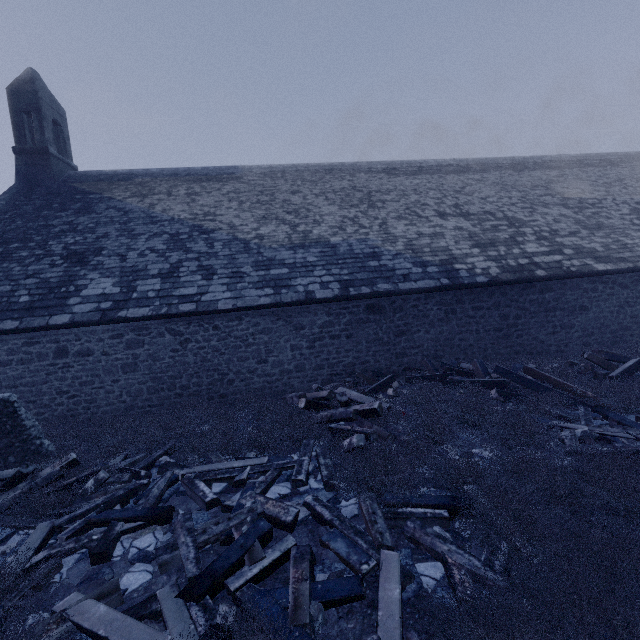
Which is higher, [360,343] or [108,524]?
[360,343]

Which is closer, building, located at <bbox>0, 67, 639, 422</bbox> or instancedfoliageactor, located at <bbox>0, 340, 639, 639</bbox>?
instancedfoliageactor, located at <bbox>0, 340, 639, 639</bbox>

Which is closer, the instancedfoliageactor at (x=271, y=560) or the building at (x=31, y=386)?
the instancedfoliageactor at (x=271, y=560)

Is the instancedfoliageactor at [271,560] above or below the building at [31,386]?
below

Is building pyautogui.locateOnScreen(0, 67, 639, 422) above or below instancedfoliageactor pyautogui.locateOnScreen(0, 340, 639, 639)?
above
